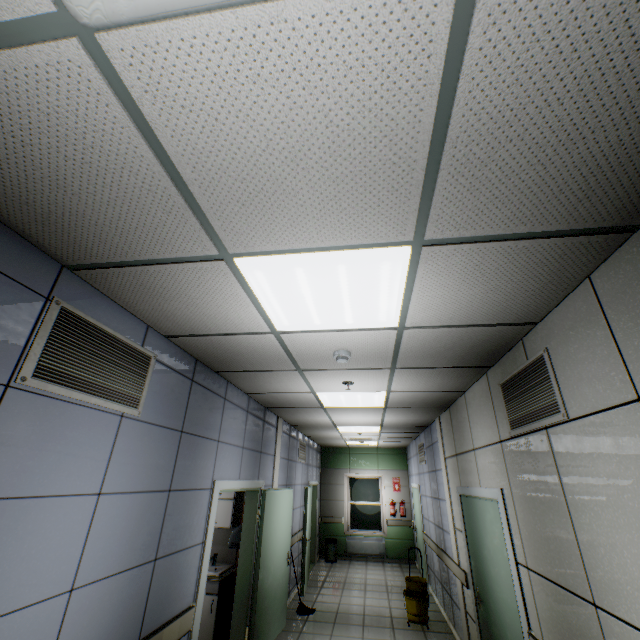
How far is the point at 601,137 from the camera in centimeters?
109cm

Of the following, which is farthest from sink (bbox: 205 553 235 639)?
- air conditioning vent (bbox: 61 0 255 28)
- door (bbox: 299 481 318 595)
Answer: air conditioning vent (bbox: 61 0 255 28)

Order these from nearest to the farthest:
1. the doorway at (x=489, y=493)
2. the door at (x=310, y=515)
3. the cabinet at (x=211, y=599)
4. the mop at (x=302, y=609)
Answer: the doorway at (x=489, y=493)
the cabinet at (x=211, y=599)
the mop at (x=302, y=609)
the door at (x=310, y=515)

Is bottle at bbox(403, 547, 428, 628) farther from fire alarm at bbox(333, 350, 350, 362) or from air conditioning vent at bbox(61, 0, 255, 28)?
air conditioning vent at bbox(61, 0, 255, 28)

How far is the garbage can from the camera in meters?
9.7 m

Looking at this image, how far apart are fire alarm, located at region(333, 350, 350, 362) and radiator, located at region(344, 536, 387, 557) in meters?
9.7

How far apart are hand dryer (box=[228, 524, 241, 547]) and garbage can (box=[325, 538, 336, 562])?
6.2 meters

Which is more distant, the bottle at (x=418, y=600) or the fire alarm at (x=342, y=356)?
the bottle at (x=418, y=600)
